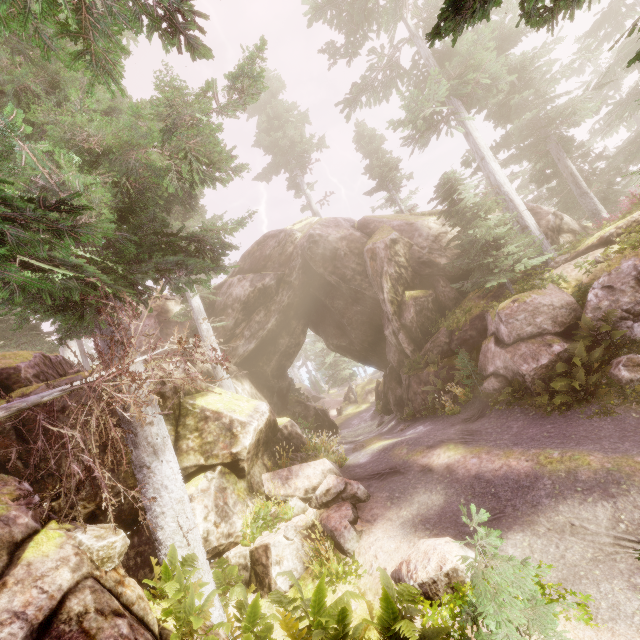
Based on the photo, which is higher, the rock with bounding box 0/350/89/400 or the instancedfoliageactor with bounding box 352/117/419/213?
the instancedfoliageactor with bounding box 352/117/419/213

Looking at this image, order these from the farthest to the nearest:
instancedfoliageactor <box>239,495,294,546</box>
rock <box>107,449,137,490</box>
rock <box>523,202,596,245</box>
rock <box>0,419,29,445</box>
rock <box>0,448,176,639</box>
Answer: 1. rock <box>523,202,596,245</box>
2. instancedfoliageactor <box>239,495,294,546</box>
3. rock <box>107,449,137,490</box>
4. rock <box>0,419,29,445</box>
5. rock <box>0,448,176,639</box>

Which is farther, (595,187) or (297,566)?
(595,187)

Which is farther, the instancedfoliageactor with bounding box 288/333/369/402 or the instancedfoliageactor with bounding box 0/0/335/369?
the instancedfoliageactor with bounding box 288/333/369/402

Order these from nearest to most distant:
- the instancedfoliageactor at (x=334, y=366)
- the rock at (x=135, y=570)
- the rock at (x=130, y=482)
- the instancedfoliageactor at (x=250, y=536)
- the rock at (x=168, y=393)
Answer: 1. the rock at (x=135, y=570)
2. the rock at (x=130, y=482)
3. the instancedfoliageactor at (x=250, y=536)
4. the rock at (x=168, y=393)
5. the instancedfoliageactor at (x=334, y=366)

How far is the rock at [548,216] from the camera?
16.4m
